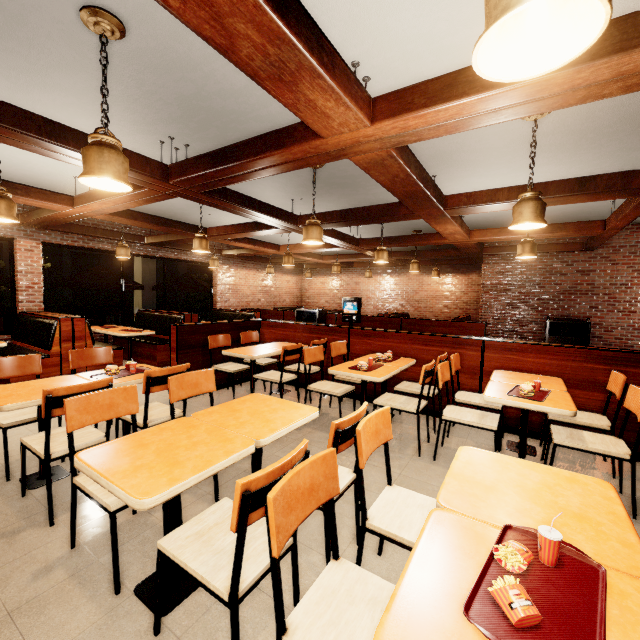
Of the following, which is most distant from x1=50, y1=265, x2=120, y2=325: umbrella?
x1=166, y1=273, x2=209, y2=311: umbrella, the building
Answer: x1=166, y1=273, x2=209, y2=311: umbrella

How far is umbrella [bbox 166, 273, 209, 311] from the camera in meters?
10.5 m

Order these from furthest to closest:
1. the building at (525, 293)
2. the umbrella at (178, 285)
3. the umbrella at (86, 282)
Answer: the umbrella at (178, 285) < the umbrella at (86, 282) < the building at (525, 293)

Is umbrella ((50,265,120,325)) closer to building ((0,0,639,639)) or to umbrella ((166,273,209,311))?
building ((0,0,639,639))

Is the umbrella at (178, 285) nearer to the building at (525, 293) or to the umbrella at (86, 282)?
the building at (525, 293)

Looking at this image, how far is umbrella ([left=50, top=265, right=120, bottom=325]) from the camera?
8.17m

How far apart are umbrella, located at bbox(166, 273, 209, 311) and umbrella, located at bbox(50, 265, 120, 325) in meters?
1.1 m

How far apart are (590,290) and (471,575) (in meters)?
8.84
